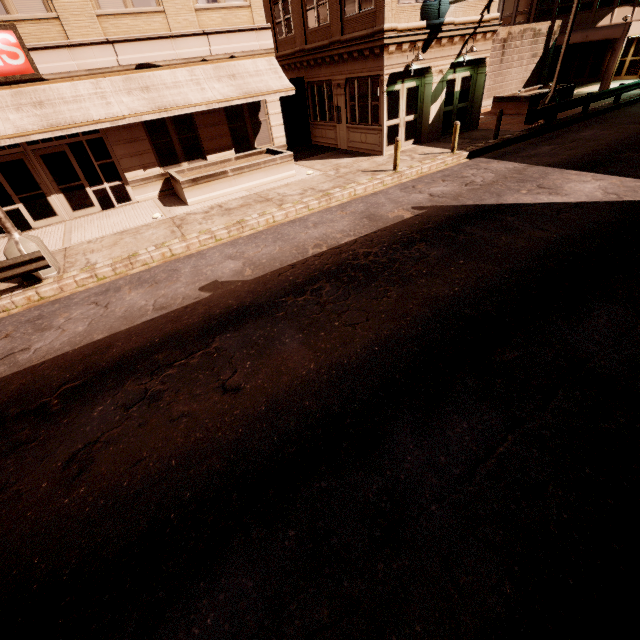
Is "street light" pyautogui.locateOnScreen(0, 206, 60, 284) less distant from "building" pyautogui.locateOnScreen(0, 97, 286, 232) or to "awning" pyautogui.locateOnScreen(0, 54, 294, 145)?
"awning" pyautogui.locateOnScreen(0, 54, 294, 145)

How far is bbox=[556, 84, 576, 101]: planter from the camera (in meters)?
20.62

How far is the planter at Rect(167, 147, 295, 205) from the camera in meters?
12.9

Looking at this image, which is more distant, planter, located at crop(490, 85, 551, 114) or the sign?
planter, located at crop(490, 85, 551, 114)

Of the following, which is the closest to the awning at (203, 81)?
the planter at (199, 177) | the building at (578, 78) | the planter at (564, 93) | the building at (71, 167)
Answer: the building at (71, 167)

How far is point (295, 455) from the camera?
4.2m

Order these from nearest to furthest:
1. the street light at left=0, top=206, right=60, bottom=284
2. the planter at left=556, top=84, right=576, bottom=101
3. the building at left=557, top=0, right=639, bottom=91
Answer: the street light at left=0, top=206, right=60, bottom=284 < the planter at left=556, top=84, right=576, bottom=101 < the building at left=557, top=0, right=639, bottom=91

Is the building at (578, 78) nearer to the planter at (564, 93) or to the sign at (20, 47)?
the planter at (564, 93)
